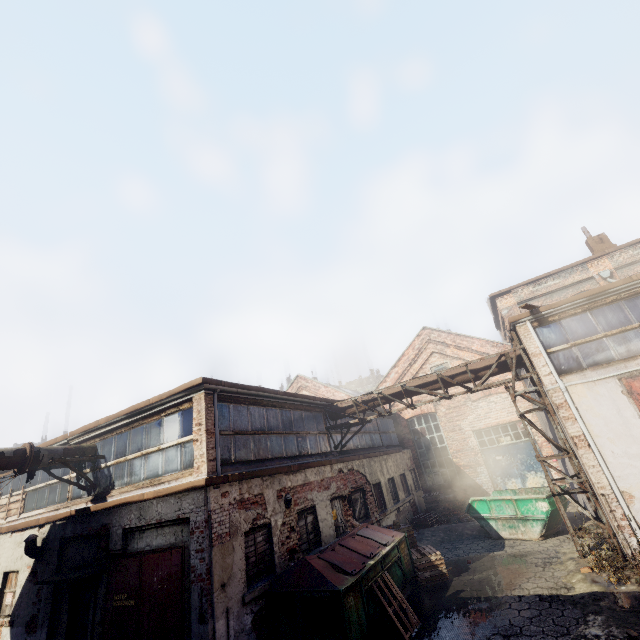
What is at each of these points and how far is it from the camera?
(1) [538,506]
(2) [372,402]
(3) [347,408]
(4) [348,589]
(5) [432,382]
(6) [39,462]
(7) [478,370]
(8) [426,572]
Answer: (1) container, 11.3m
(2) pipe, 13.0m
(3) pipe, 13.4m
(4) trash container, 6.8m
(5) pipe, 12.0m
(6) pipe, 9.0m
(7) pipe, 11.3m
(8) pallet, 9.5m

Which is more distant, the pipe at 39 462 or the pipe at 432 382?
the pipe at 432 382

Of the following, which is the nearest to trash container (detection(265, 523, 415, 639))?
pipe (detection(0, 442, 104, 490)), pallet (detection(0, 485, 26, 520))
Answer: pipe (detection(0, 442, 104, 490))

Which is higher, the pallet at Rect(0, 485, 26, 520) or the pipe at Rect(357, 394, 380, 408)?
the pipe at Rect(357, 394, 380, 408)

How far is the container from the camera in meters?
11.2

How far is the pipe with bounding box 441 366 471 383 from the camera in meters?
11.5

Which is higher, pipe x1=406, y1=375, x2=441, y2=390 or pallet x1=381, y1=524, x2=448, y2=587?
pipe x1=406, y1=375, x2=441, y2=390

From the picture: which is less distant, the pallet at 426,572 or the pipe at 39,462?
the pipe at 39,462
